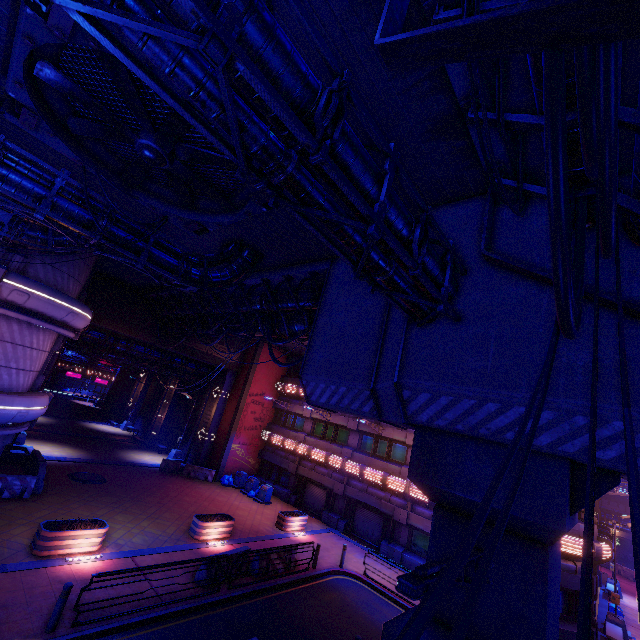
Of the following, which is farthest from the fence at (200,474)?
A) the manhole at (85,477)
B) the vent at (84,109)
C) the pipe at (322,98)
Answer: the pipe at (322,98)

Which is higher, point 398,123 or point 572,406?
point 398,123

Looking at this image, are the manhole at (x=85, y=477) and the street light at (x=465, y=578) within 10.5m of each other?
no

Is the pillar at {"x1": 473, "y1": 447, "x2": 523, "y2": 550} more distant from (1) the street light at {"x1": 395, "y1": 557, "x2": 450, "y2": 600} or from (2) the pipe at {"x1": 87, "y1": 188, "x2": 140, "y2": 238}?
(2) the pipe at {"x1": 87, "y1": 188, "x2": 140, "y2": 238}

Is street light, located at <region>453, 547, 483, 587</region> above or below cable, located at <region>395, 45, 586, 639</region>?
below

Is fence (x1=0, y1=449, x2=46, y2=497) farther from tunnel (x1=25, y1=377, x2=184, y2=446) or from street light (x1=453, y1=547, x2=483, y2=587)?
street light (x1=453, y1=547, x2=483, y2=587)

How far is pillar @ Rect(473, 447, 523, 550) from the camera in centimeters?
573cm
